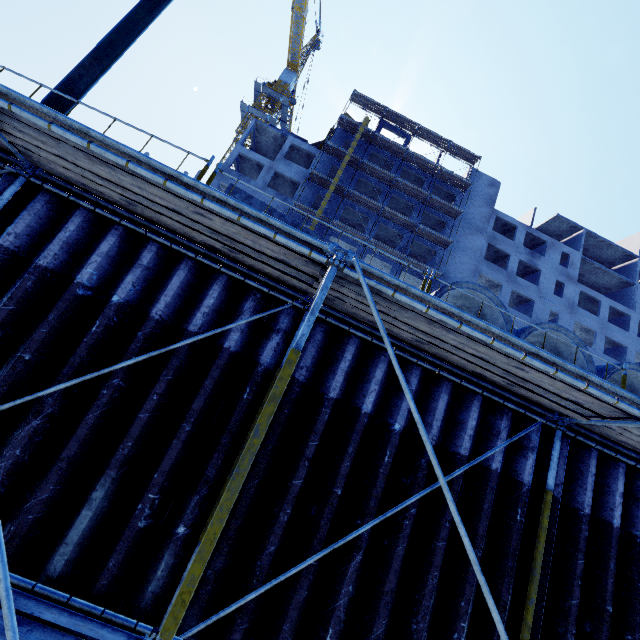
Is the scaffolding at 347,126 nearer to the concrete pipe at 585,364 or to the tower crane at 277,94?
the concrete pipe at 585,364

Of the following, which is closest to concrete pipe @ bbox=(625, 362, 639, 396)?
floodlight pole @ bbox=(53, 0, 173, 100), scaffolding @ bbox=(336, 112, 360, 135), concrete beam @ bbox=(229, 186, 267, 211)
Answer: concrete beam @ bbox=(229, 186, 267, 211)

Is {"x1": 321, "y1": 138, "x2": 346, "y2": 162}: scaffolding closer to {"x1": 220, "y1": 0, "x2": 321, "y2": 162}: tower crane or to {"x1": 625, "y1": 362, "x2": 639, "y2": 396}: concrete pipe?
{"x1": 625, "y1": 362, "x2": 639, "y2": 396}: concrete pipe

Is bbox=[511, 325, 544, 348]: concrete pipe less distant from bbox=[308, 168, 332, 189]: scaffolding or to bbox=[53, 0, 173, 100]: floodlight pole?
bbox=[53, 0, 173, 100]: floodlight pole

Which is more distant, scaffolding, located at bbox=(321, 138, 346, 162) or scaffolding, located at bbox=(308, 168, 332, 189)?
scaffolding, located at bbox=(321, 138, 346, 162)

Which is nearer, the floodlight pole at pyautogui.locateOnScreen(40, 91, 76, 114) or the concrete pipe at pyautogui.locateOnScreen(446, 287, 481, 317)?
the floodlight pole at pyautogui.locateOnScreen(40, 91, 76, 114)

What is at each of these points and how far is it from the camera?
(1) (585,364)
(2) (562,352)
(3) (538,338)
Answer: (1) concrete pipe, 5.85m
(2) concrete pipe, 6.20m
(3) concrete pipe, 6.36m

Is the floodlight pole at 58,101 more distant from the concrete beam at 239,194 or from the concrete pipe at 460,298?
the concrete pipe at 460,298
